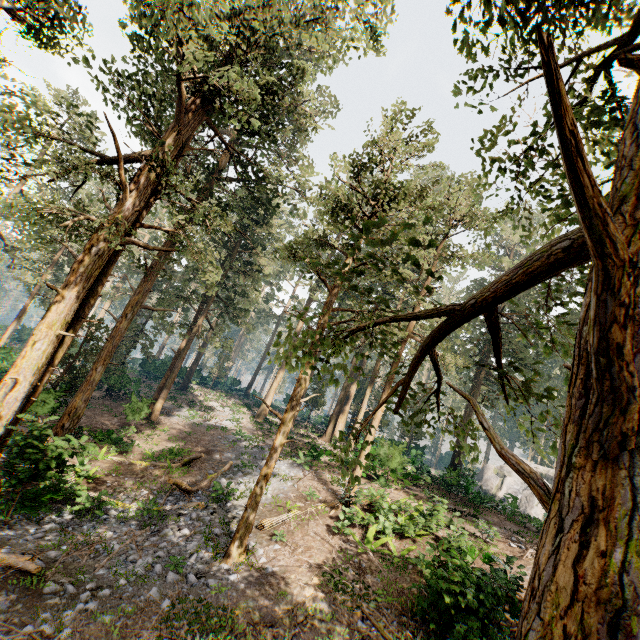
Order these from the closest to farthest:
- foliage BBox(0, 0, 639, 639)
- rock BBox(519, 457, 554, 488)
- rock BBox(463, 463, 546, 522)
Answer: foliage BBox(0, 0, 639, 639) < rock BBox(463, 463, 546, 522) < rock BBox(519, 457, 554, 488)

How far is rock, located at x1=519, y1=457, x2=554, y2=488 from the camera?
41.1 meters

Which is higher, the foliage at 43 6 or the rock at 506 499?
the foliage at 43 6

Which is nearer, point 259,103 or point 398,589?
point 398,589

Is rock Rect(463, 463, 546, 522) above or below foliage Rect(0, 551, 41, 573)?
above

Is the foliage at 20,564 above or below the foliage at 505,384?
below

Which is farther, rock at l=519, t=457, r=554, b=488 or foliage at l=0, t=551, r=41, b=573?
rock at l=519, t=457, r=554, b=488
